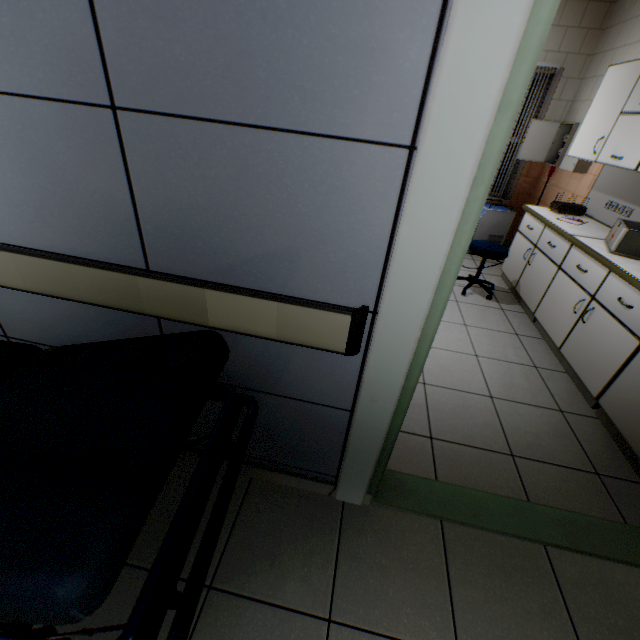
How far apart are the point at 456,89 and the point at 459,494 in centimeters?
183cm

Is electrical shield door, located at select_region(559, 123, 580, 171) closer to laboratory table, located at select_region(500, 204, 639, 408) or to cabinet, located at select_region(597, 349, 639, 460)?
laboratory table, located at select_region(500, 204, 639, 408)

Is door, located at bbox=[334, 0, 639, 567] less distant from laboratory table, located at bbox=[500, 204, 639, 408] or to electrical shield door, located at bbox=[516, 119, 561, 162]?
laboratory table, located at bbox=[500, 204, 639, 408]

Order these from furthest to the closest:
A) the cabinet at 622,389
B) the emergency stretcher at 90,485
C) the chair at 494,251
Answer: the chair at 494,251 < the cabinet at 622,389 < the emergency stretcher at 90,485

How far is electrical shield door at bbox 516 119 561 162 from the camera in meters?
4.4

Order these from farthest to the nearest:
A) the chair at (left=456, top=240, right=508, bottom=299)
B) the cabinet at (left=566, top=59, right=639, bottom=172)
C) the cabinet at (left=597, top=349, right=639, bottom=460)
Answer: the chair at (left=456, top=240, right=508, bottom=299) → the cabinet at (left=566, top=59, right=639, bottom=172) → the cabinet at (left=597, top=349, right=639, bottom=460)

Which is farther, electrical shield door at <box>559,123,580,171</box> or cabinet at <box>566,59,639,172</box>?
electrical shield door at <box>559,123,580,171</box>

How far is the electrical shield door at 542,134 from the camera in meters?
4.4 m
